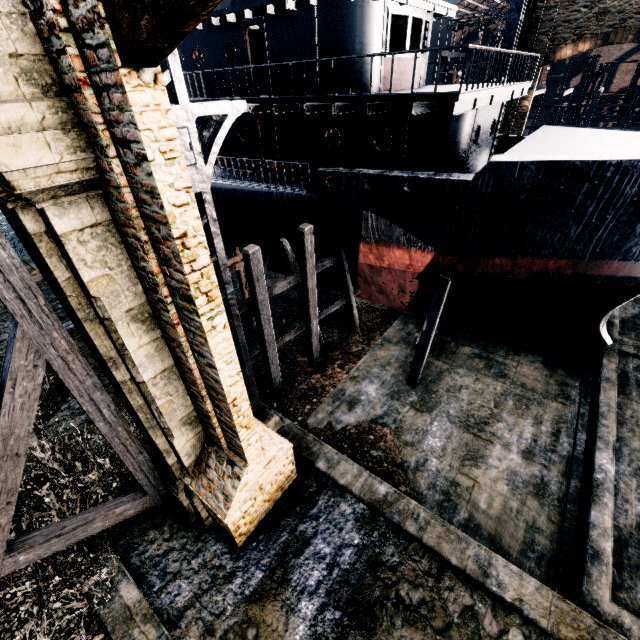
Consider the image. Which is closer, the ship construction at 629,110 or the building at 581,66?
the ship construction at 629,110

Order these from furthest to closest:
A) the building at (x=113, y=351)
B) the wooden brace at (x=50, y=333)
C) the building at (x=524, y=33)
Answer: the building at (x=524, y=33)
the wooden brace at (x=50, y=333)
the building at (x=113, y=351)

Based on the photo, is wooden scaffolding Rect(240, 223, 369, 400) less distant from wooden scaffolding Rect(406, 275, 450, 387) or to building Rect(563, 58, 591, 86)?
wooden scaffolding Rect(406, 275, 450, 387)

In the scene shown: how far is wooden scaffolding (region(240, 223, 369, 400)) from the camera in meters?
12.2 m

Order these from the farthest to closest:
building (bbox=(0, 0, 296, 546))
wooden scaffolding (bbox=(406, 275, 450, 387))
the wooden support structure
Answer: the wooden support structure
wooden scaffolding (bbox=(406, 275, 450, 387))
building (bbox=(0, 0, 296, 546))

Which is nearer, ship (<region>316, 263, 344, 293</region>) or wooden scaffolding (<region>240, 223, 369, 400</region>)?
wooden scaffolding (<region>240, 223, 369, 400</region>)

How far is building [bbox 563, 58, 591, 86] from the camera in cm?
5594

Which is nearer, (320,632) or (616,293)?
(320,632)
